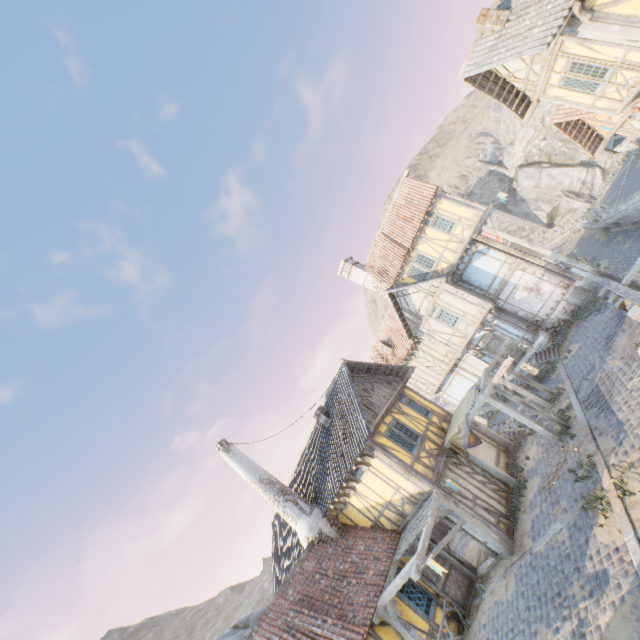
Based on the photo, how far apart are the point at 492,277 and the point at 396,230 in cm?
690

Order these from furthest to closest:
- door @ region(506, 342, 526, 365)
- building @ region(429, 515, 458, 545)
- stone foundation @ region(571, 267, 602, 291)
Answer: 1. door @ region(506, 342, 526, 365)
2. stone foundation @ region(571, 267, 602, 291)
3. building @ region(429, 515, 458, 545)

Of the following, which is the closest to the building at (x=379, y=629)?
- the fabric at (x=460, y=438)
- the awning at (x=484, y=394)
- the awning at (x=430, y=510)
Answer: the awning at (x=430, y=510)

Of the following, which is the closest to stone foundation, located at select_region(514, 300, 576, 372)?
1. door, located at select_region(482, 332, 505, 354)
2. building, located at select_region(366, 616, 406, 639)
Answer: door, located at select_region(482, 332, 505, 354)

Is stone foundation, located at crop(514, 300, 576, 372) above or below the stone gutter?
above

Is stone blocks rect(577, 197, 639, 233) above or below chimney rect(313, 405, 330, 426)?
below

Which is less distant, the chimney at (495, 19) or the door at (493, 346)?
the chimney at (495, 19)

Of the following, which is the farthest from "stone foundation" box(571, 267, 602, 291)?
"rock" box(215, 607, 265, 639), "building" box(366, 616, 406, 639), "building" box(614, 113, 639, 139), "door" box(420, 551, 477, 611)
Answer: "rock" box(215, 607, 265, 639)
